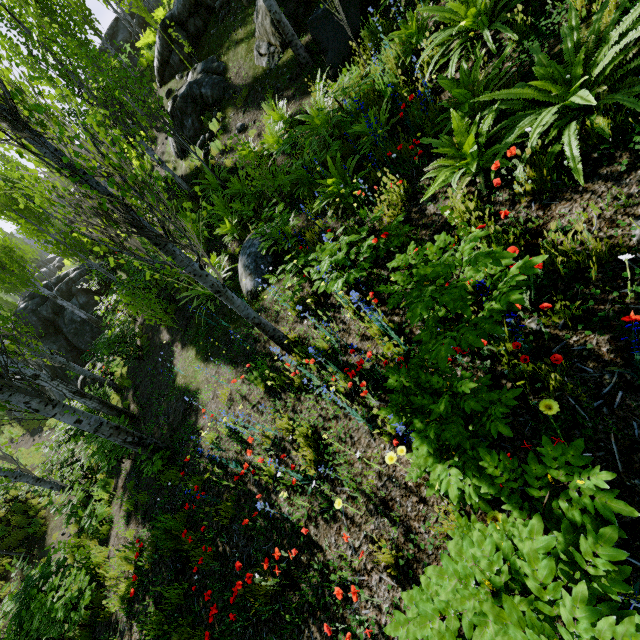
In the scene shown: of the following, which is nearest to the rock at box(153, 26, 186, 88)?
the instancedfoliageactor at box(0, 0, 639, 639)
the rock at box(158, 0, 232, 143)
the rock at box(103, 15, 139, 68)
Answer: the instancedfoliageactor at box(0, 0, 639, 639)

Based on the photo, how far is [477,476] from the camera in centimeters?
217cm

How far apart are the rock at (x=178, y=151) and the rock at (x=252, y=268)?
6.8 meters

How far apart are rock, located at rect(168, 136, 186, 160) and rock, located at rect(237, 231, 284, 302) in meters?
6.8

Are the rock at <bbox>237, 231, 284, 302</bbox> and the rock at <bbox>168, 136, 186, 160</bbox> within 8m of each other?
yes

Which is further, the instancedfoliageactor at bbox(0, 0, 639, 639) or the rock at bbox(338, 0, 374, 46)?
the rock at bbox(338, 0, 374, 46)

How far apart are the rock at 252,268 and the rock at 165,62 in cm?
1014

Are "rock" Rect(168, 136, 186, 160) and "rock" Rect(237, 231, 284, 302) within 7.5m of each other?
yes
